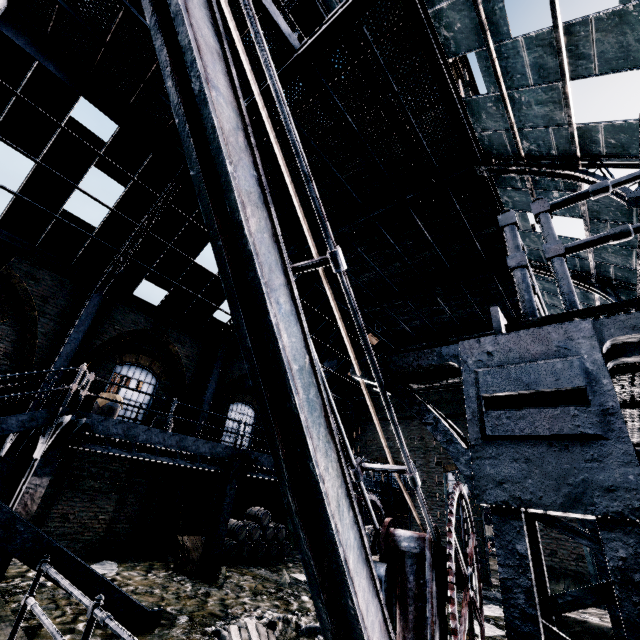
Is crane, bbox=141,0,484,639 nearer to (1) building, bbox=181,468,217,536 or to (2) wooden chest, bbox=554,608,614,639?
(1) building, bbox=181,468,217,536

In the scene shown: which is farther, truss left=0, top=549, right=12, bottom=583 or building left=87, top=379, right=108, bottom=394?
building left=87, top=379, right=108, bottom=394

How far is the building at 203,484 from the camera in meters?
14.3 m

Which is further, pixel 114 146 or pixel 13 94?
pixel 114 146

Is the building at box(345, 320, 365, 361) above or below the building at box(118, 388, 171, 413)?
above

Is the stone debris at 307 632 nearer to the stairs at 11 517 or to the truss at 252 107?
the stairs at 11 517

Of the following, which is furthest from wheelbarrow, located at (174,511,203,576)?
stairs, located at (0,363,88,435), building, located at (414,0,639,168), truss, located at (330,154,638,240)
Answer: stairs, located at (0,363,88,435)

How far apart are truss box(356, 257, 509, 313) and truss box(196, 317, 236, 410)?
5.4m
